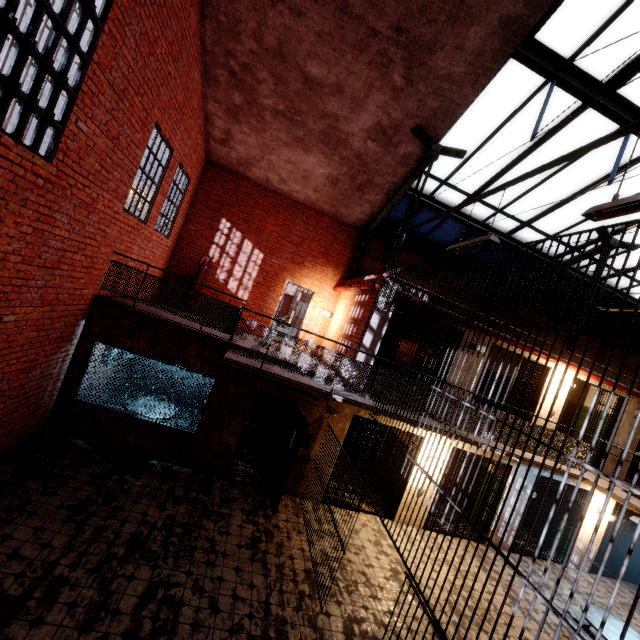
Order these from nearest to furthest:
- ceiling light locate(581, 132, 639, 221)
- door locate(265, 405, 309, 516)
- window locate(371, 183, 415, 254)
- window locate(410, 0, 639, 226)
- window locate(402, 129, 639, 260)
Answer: ceiling light locate(581, 132, 639, 221) < window locate(410, 0, 639, 226) < door locate(265, 405, 309, 516) < window locate(402, 129, 639, 260) < window locate(371, 183, 415, 254)

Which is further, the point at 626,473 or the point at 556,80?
the point at 626,473

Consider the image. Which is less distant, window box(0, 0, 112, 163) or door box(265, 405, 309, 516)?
window box(0, 0, 112, 163)

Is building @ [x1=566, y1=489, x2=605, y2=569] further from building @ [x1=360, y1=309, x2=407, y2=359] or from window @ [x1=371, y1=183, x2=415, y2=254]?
window @ [x1=371, y1=183, x2=415, y2=254]

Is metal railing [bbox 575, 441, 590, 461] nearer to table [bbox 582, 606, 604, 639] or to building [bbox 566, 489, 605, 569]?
building [bbox 566, 489, 605, 569]

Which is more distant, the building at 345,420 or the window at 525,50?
the building at 345,420

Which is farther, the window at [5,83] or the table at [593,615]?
the table at [593,615]

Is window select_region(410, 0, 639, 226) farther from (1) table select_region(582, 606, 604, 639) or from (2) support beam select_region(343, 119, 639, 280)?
(1) table select_region(582, 606, 604, 639)
